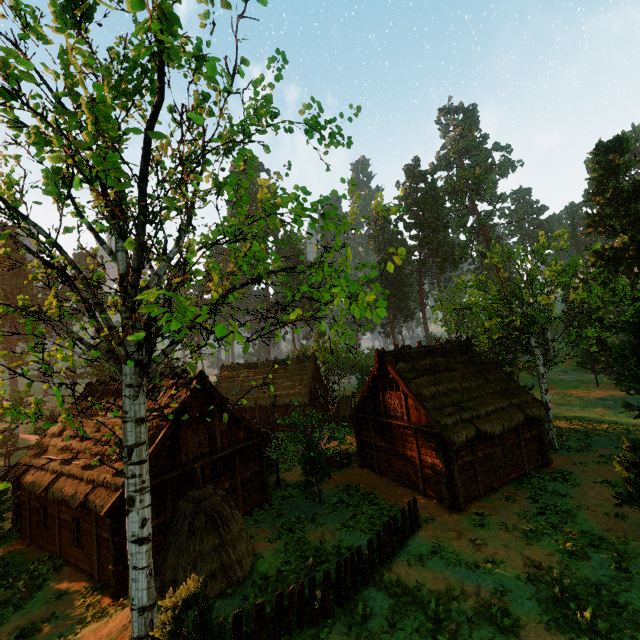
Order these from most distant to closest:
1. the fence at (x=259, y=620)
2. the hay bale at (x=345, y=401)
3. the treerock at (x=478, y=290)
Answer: the hay bale at (x=345, y=401) < the treerock at (x=478, y=290) < the fence at (x=259, y=620)

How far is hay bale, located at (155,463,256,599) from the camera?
10.9m

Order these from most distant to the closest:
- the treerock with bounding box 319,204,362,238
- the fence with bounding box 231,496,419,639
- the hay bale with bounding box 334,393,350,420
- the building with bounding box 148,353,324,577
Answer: the hay bale with bounding box 334,393,350,420
the building with bounding box 148,353,324,577
the fence with bounding box 231,496,419,639
the treerock with bounding box 319,204,362,238

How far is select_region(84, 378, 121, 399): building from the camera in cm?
1936

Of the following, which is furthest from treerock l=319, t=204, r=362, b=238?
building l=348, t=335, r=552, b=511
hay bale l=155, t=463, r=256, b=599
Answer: hay bale l=155, t=463, r=256, b=599

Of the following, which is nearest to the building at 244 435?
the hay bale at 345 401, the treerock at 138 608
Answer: the treerock at 138 608

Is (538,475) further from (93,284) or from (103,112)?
(103,112)

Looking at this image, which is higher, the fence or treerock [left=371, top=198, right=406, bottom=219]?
treerock [left=371, top=198, right=406, bottom=219]
